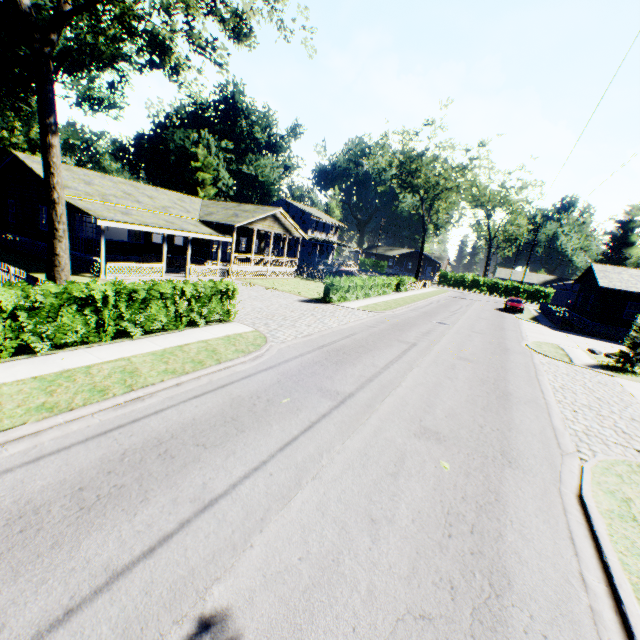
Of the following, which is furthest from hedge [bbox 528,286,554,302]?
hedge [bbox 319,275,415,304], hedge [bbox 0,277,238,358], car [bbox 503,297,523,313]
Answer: hedge [bbox 0,277,238,358]

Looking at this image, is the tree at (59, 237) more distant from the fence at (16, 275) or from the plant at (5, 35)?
the plant at (5, 35)

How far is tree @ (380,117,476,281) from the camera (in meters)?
41.22

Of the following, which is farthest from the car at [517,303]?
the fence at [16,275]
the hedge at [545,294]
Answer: the hedge at [545,294]

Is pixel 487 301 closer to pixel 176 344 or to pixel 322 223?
pixel 322 223

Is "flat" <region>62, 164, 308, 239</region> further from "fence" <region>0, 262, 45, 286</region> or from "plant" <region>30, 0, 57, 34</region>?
"plant" <region>30, 0, 57, 34</region>

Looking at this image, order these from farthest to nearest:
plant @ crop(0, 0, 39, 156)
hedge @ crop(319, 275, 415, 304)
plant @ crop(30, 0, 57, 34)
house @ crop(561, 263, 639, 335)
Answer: plant @ crop(0, 0, 39, 156), plant @ crop(30, 0, 57, 34), house @ crop(561, 263, 639, 335), hedge @ crop(319, 275, 415, 304)

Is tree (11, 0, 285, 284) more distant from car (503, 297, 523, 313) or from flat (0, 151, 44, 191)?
car (503, 297, 523, 313)
